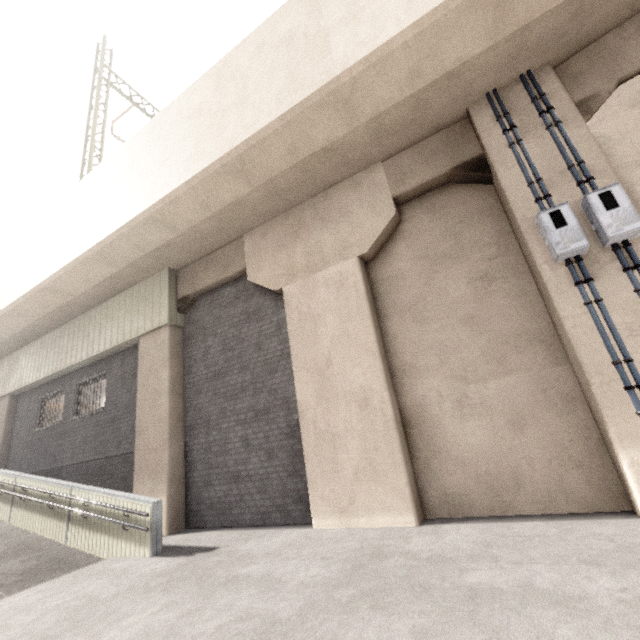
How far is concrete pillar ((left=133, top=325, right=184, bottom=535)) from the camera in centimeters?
779cm

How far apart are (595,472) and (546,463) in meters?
0.6 m

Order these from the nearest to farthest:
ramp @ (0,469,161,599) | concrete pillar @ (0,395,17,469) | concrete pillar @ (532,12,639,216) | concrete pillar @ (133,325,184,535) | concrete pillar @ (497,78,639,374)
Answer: concrete pillar @ (497,78,639,374) < concrete pillar @ (532,12,639,216) < ramp @ (0,469,161,599) < concrete pillar @ (133,325,184,535) < concrete pillar @ (0,395,17,469)

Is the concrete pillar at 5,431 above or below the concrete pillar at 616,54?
below

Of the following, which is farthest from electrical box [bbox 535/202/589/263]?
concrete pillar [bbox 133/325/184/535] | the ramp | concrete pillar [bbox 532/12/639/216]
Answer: concrete pillar [bbox 133/325/184/535]

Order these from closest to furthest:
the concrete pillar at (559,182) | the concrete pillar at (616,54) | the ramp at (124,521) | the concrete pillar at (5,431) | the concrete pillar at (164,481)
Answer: → the concrete pillar at (559,182), the concrete pillar at (616,54), the ramp at (124,521), the concrete pillar at (164,481), the concrete pillar at (5,431)

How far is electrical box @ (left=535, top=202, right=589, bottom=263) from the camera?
4.5 meters

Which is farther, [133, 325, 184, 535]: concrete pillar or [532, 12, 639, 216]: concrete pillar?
[133, 325, 184, 535]: concrete pillar
